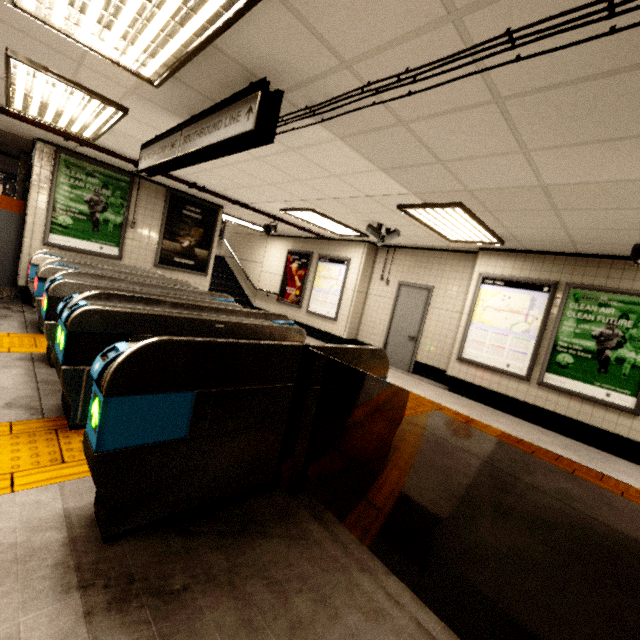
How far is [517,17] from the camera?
1.6 meters

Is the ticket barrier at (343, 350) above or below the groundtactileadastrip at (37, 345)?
above

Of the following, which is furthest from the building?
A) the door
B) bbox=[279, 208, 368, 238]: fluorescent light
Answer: the door

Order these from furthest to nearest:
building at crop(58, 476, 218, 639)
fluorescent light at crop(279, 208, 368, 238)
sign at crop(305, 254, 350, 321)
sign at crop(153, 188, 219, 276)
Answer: sign at crop(305, 254, 350, 321)
sign at crop(153, 188, 219, 276)
fluorescent light at crop(279, 208, 368, 238)
building at crop(58, 476, 218, 639)

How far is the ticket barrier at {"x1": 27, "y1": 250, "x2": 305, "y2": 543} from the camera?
1.56m

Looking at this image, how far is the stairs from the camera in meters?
11.8 m

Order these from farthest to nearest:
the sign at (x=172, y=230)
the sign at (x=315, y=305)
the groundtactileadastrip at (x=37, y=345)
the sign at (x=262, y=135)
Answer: the sign at (x=315, y=305)
the sign at (x=172, y=230)
the groundtactileadastrip at (x=37, y=345)
the sign at (x=262, y=135)

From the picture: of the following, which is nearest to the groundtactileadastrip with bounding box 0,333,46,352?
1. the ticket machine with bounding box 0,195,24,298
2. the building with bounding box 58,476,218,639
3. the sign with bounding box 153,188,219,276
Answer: the building with bounding box 58,476,218,639
